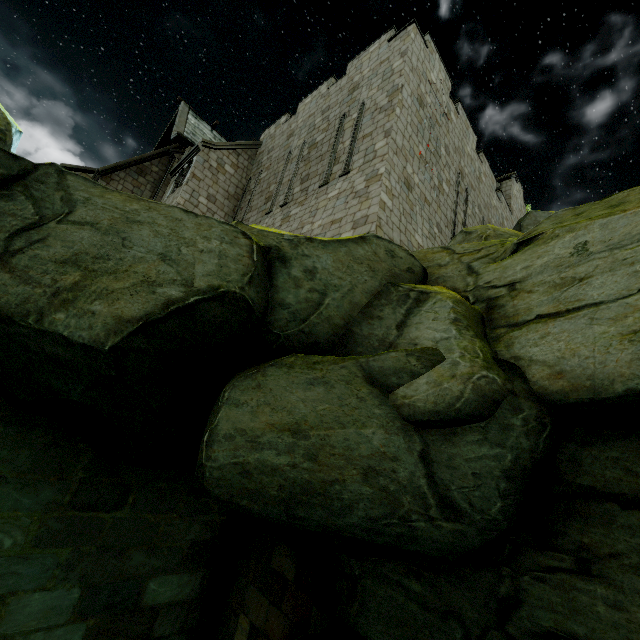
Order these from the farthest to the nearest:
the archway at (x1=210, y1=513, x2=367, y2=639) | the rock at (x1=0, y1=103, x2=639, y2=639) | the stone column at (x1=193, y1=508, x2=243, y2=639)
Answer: the stone column at (x1=193, y1=508, x2=243, y2=639)
the archway at (x1=210, y1=513, x2=367, y2=639)
the rock at (x1=0, y1=103, x2=639, y2=639)

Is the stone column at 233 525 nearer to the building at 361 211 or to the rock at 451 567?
the rock at 451 567

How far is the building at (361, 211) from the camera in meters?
9.7

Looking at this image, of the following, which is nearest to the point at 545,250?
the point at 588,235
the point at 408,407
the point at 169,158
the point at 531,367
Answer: the point at 588,235

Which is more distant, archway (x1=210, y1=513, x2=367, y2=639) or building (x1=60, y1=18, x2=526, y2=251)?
building (x1=60, y1=18, x2=526, y2=251)

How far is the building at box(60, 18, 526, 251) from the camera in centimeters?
973cm

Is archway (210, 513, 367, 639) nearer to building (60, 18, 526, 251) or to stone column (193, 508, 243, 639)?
stone column (193, 508, 243, 639)

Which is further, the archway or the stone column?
the stone column
